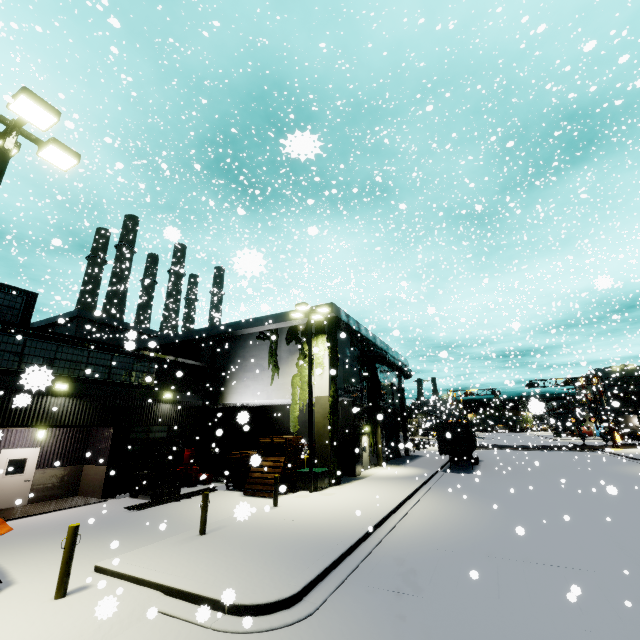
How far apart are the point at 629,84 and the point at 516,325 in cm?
2189

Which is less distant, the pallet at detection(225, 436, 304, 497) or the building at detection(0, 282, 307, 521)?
the building at detection(0, 282, 307, 521)

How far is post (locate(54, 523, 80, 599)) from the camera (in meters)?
6.71

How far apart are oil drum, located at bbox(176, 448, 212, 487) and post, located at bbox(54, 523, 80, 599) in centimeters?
1303cm

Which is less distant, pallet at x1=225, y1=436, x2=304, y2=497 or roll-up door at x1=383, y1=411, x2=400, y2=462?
pallet at x1=225, y1=436, x2=304, y2=497

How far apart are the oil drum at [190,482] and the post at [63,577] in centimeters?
1303cm

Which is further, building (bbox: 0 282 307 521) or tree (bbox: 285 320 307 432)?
tree (bbox: 285 320 307 432)

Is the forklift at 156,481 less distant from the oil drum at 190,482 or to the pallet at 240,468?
the pallet at 240,468
